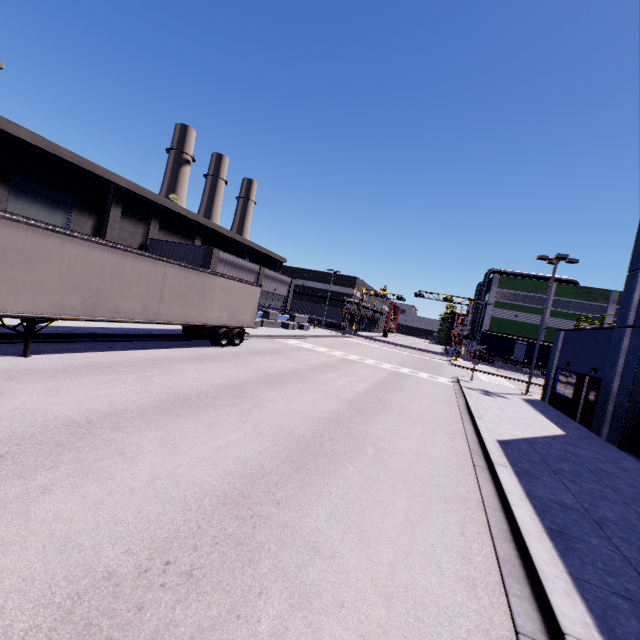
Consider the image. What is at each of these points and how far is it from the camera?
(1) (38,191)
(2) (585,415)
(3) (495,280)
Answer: (1) building, 22.98m
(2) door, 16.19m
(3) building, 53.81m

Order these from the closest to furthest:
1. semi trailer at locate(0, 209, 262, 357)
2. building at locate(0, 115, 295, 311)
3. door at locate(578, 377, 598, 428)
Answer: semi trailer at locate(0, 209, 262, 357)
door at locate(578, 377, 598, 428)
building at locate(0, 115, 295, 311)

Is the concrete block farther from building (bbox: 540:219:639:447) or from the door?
the door

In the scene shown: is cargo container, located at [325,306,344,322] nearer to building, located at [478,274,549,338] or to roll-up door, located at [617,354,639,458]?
building, located at [478,274,549,338]

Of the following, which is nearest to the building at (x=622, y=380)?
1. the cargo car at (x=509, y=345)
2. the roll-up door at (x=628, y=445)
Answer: the roll-up door at (x=628, y=445)

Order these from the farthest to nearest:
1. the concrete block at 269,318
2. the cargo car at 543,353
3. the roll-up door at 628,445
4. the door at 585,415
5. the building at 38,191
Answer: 1. the cargo car at 543,353
2. the concrete block at 269,318
3. the building at 38,191
4. the door at 585,415
5. the roll-up door at 628,445

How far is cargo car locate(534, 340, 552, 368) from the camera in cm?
4653

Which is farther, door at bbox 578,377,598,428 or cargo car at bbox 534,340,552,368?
cargo car at bbox 534,340,552,368
